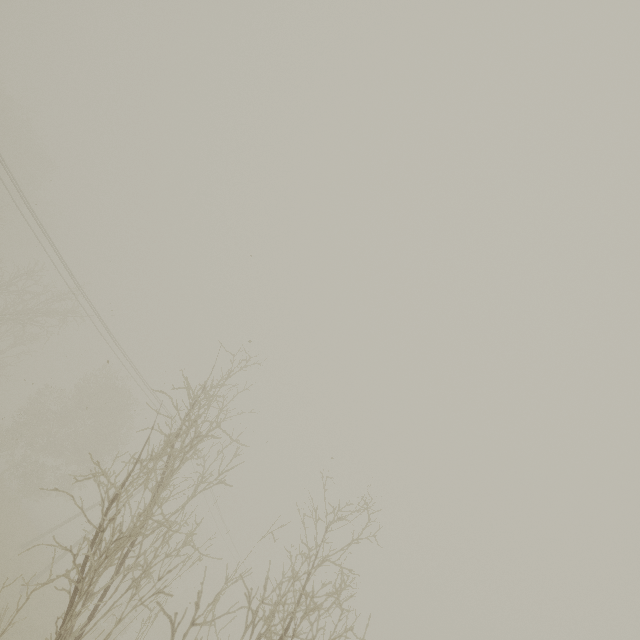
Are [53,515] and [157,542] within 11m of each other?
no
